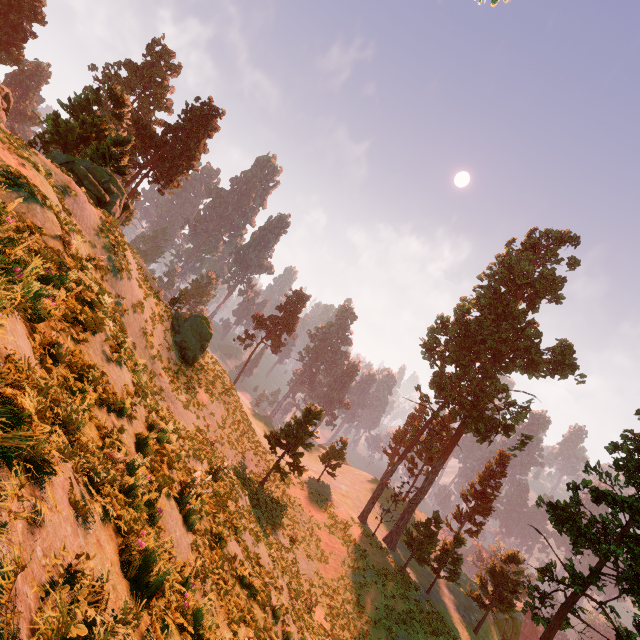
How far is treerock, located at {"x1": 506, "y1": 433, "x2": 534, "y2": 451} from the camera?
28.45m

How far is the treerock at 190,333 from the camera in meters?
25.3

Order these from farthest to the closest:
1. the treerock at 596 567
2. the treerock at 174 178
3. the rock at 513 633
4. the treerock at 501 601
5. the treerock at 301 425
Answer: the rock at 513 633 < the treerock at 501 601 < the treerock at 301 425 < the treerock at 174 178 < the treerock at 596 567

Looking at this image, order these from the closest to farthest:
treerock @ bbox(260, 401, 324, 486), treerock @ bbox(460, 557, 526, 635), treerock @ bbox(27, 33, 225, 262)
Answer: treerock @ bbox(27, 33, 225, 262), treerock @ bbox(260, 401, 324, 486), treerock @ bbox(460, 557, 526, 635)

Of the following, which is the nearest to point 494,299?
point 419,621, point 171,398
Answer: point 419,621

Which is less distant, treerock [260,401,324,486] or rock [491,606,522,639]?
treerock [260,401,324,486]
